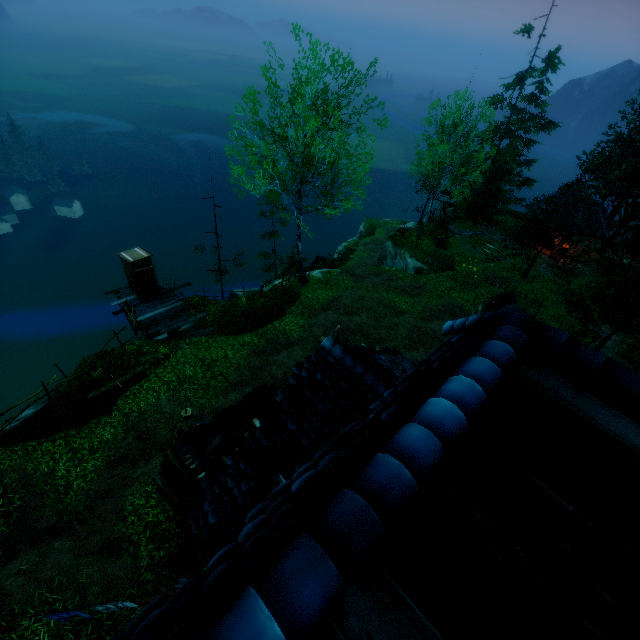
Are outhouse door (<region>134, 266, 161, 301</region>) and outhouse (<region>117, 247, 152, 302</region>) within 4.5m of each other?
yes

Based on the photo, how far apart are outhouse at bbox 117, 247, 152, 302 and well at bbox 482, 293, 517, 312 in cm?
2079

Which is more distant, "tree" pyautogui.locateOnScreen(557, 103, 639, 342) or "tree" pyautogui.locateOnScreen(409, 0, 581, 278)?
"tree" pyautogui.locateOnScreen(409, 0, 581, 278)

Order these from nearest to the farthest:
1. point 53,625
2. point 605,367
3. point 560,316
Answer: point 605,367, point 53,625, point 560,316

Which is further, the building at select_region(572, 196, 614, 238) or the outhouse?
the building at select_region(572, 196, 614, 238)

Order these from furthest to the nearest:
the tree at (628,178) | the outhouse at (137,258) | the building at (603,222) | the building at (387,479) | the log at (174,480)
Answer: the building at (603,222)
the tree at (628,178)
the outhouse at (137,258)
the log at (174,480)
the building at (387,479)

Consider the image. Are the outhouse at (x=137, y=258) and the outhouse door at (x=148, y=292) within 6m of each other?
yes

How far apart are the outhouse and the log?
9.9 meters
